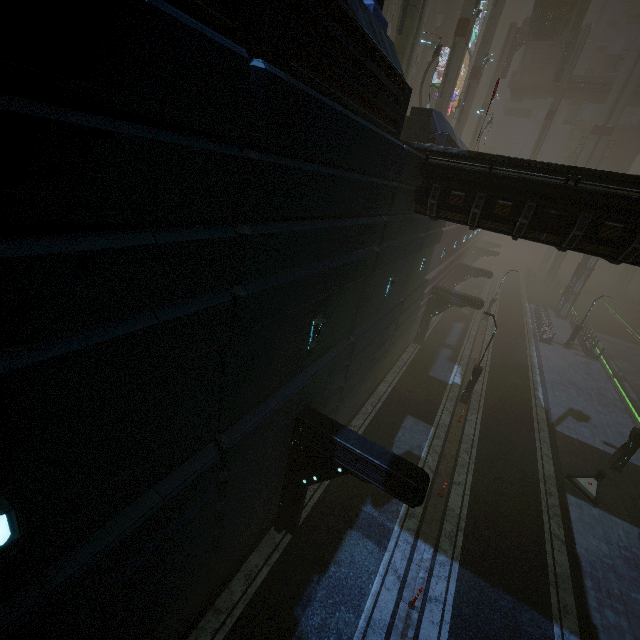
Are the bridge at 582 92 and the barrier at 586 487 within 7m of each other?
no

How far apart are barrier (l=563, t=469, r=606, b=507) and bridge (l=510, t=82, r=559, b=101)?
49.7m

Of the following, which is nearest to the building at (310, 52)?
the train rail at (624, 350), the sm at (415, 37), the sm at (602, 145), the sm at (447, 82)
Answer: the train rail at (624, 350)

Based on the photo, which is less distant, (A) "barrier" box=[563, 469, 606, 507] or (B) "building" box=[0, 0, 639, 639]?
(B) "building" box=[0, 0, 639, 639]

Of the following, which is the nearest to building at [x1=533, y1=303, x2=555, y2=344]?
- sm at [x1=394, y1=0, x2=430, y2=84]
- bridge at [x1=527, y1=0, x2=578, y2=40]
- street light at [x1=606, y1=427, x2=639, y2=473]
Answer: sm at [x1=394, y1=0, x2=430, y2=84]

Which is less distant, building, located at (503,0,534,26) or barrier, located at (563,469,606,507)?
barrier, located at (563,469,606,507)

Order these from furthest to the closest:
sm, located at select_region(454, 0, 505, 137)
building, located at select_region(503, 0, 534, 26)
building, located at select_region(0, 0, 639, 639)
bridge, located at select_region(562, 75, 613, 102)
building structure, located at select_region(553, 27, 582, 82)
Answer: building, located at select_region(503, 0, 534, 26) < bridge, located at select_region(562, 75, 613, 102) < building structure, located at select_region(553, 27, 582, 82) < sm, located at select_region(454, 0, 505, 137) < building, located at select_region(0, 0, 639, 639)

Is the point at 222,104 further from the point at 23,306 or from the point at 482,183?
the point at 482,183
